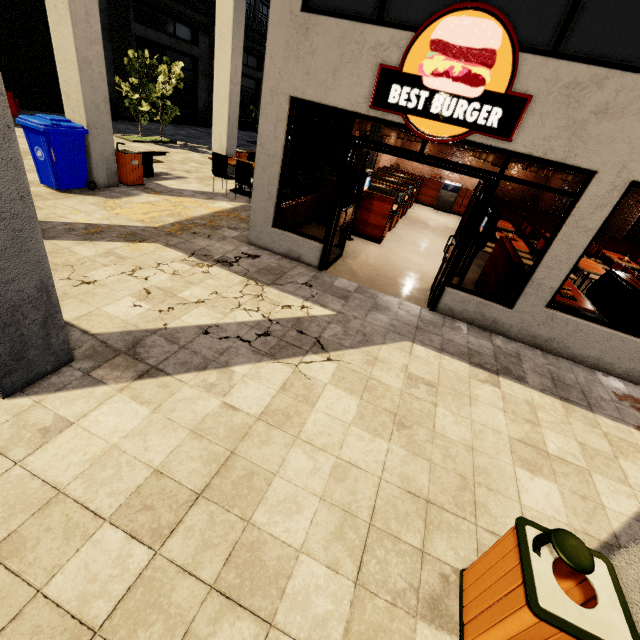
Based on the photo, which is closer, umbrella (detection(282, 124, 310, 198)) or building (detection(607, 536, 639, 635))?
building (detection(607, 536, 639, 635))

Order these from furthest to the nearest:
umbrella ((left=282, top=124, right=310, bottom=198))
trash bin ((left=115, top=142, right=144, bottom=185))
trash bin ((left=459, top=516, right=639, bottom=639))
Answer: umbrella ((left=282, top=124, right=310, bottom=198)) → trash bin ((left=115, top=142, right=144, bottom=185)) → trash bin ((left=459, top=516, right=639, bottom=639))

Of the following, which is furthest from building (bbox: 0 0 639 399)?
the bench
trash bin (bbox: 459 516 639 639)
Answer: the bench

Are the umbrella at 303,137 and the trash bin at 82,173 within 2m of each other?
no

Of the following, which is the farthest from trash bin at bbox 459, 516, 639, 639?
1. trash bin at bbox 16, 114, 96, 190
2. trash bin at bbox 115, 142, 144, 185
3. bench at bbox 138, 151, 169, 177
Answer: bench at bbox 138, 151, 169, 177

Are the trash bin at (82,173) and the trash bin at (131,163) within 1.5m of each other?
yes

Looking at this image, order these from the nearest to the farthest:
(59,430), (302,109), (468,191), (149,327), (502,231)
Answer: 1. (59,430)
2. (149,327)
3. (502,231)
4. (468,191)
5. (302,109)

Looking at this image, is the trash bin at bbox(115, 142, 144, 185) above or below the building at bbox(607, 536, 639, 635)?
below
